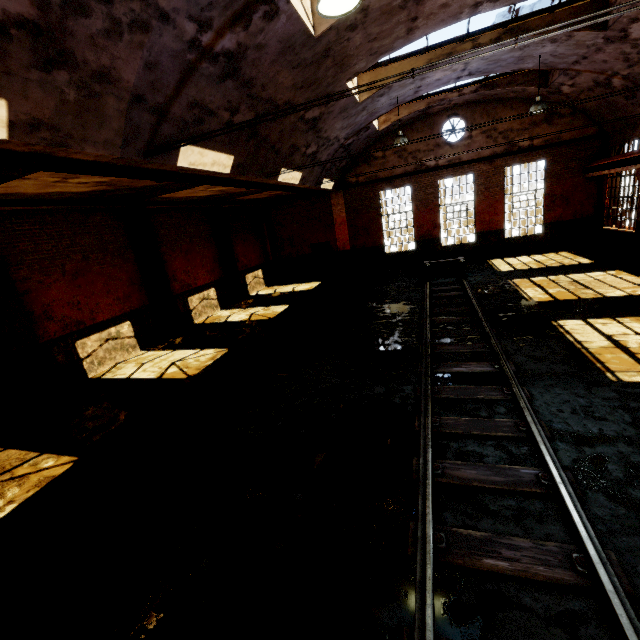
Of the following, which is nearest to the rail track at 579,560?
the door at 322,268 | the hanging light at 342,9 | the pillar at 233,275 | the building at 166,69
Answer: the building at 166,69

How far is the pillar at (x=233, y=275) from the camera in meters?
16.1

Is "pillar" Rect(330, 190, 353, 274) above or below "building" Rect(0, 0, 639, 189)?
below

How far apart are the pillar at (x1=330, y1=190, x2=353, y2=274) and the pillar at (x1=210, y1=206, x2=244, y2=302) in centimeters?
636cm

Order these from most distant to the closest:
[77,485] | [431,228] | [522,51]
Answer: [431,228], [522,51], [77,485]

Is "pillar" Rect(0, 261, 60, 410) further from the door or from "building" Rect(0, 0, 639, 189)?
the door

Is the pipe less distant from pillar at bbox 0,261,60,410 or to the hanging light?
pillar at bbox 0,261,60,410

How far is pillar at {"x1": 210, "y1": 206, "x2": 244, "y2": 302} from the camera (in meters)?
16.06
